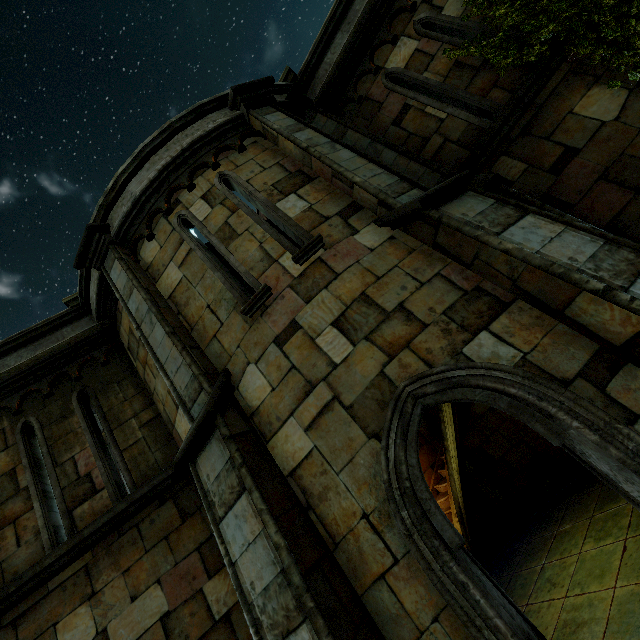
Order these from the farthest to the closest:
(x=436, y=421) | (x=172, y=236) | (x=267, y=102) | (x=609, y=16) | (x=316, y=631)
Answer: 1. (x=436, y=421)
2. (x=267, y=102)
3. (x=172, y=236)
4. (x=609, y=16)
5. (x=316, y=631)

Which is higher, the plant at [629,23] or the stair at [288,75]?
the stair at [288,75]

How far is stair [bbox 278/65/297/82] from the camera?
7.0 meters

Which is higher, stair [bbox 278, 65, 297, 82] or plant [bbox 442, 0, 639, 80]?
stair [bbox 278, 65, 297, 82]

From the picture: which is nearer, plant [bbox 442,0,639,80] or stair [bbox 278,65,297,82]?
plant [bbox 442,0,639,80]

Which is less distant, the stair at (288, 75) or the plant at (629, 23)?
the plant at (629, 23)
